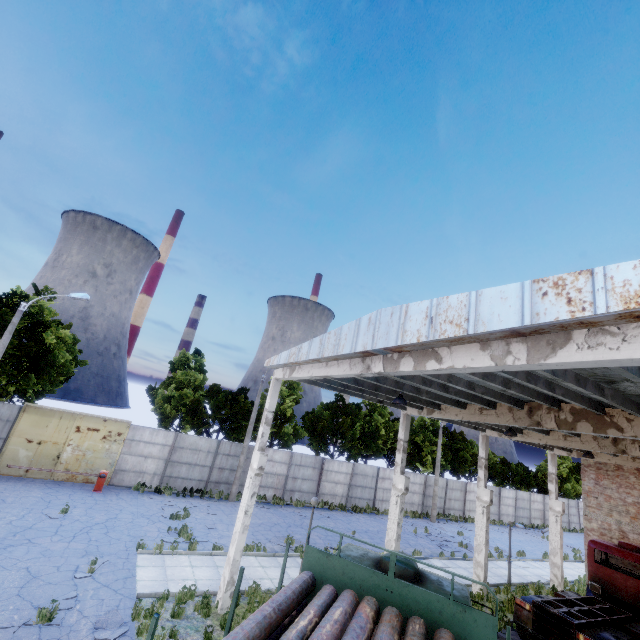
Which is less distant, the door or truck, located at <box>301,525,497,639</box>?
truck, located at <box>301,525,497,639</box>

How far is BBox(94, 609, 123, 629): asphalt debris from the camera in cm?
860

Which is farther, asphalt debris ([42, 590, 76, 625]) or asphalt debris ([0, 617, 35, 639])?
asphalt debris ([42, 590, 76, 625])

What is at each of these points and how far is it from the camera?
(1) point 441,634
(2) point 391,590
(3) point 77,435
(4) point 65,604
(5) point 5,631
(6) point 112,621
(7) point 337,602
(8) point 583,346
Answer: (1) log pile, 4.8 meters
(2) truck, 5.5 meters
(3) door, 19.8 meters
(4) asphalt debris, 9.1 meters
(5) asphalt debris, 7.8 meters
(6) asphalt debris, 8.8 meters
(7) log pile, 5.1 meters
(8) column beam, 3.9 meters

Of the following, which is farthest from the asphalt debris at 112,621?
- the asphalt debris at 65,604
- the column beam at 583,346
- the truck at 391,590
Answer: the truck at 391,590

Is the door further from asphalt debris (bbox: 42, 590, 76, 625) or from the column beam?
the column beam

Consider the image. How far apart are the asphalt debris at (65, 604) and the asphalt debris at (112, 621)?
0.79m

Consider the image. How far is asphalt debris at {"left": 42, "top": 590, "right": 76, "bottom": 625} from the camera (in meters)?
8.34
